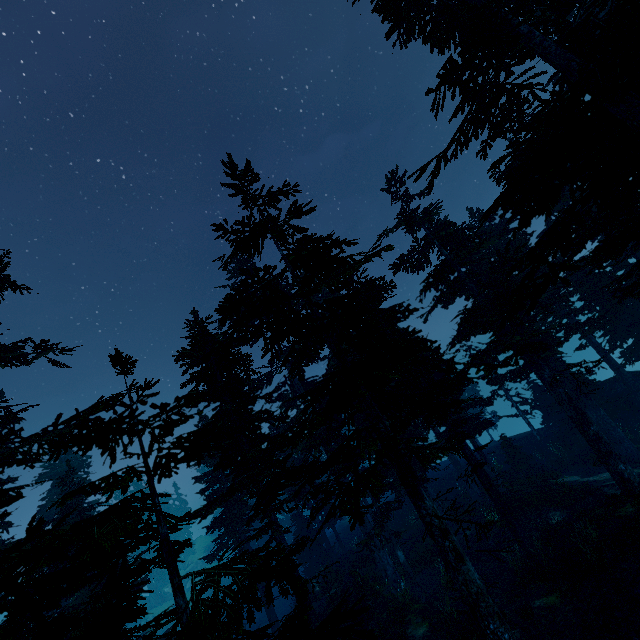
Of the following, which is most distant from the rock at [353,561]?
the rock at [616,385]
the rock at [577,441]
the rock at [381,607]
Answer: the rock at [616,385]

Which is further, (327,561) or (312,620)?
(327,561)

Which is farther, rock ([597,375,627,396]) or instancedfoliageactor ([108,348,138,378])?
rock ([597,375,627,396])

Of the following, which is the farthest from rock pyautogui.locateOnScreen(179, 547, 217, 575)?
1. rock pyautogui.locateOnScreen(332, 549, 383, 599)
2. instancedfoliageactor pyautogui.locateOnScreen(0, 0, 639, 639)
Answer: rock pyautogui.locateOnScreen(332, 549, 383, 599)

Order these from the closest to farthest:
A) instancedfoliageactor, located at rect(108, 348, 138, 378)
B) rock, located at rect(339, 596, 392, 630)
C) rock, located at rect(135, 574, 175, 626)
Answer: instancedfoliageactor, located at rect(108, 348, 138, 378) → rock, located at rect(339, 596, 392, 630) → rock, located at rect(135, 574, 175, 626)

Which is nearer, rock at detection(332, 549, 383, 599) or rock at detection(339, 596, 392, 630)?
rock at detection(339, 596, 392, 630)

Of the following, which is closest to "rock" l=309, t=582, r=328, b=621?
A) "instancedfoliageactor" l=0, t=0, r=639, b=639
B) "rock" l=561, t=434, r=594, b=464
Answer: "instancedfoliageactor" l=0, t=0, r=639, b=639

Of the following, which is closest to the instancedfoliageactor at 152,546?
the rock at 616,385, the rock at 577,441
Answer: the rock at 616,385
